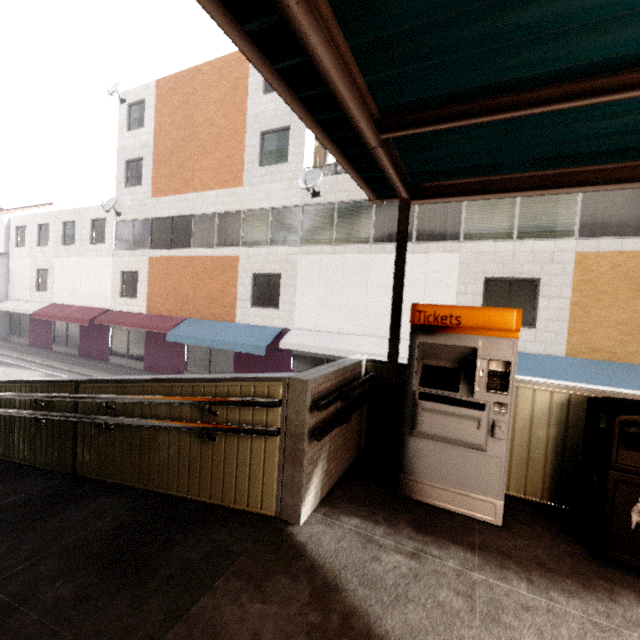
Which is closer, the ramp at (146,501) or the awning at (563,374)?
the ramp at (146,501)

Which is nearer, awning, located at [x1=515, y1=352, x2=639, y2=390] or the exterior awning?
the exterior awning

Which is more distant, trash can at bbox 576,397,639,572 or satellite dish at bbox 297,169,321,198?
satellite dish at bbox 297,169,321,198

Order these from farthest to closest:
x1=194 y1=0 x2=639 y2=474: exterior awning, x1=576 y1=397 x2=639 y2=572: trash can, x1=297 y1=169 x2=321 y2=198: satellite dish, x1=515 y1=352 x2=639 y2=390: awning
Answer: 1. x1=297 y1=169 x2=321 y2=198: satellite dish
2. x1=515 y1=352 x2=639 y2=390: awning
3. x1=576 y1=397 x2=639 y2=572: trash can
4. x1=194 y1=0 x2=639 y2=474: exterior awning

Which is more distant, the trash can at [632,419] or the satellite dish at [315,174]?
the satellite dish at [315,174]

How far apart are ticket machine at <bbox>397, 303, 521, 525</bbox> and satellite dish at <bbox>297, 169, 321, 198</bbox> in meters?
9.6 m

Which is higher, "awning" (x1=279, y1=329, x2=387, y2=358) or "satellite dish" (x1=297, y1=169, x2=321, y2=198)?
"satellite dish" (x1=297, y1=169, x2=321, y2=198)

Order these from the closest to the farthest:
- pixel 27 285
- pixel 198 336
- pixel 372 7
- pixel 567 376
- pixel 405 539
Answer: pixel 372 7, pixel 405 539, pixel 567 376, pixel 198 336, pixel 27 285
